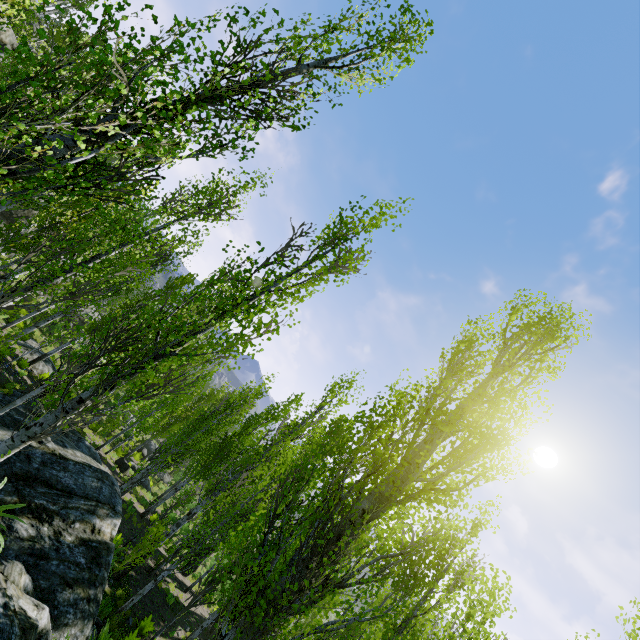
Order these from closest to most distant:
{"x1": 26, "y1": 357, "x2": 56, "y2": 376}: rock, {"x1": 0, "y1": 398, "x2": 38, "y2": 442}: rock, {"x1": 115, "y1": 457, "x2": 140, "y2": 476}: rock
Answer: {"x1": 0, "y1": 398, "x2": 38, "y2": 442}: rock → {"x1": 26, "y1": 357, "x2": 56, "y2": 376}: rock → {"x1": 115, "y1": 457, "x2": 140, "y2": 476}: rock

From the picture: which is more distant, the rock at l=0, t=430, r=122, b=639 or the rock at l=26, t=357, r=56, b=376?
the rock at l=26, t=357, r=56, b=376

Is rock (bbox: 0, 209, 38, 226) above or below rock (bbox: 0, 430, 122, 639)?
below

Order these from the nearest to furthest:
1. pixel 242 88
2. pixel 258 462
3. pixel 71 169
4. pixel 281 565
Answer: pixel 71 169 < pixel 242 88 < pixel 281 565 < pixel 258 462

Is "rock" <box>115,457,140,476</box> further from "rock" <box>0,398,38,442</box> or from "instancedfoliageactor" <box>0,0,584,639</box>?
"rock" <box>0,398,38,442</box>

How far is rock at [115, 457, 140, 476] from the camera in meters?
24.9

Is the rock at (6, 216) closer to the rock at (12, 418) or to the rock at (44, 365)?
the rock at (44, 365)

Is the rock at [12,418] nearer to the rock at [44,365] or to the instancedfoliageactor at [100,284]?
the instancedfoliageactor at [100,284]
